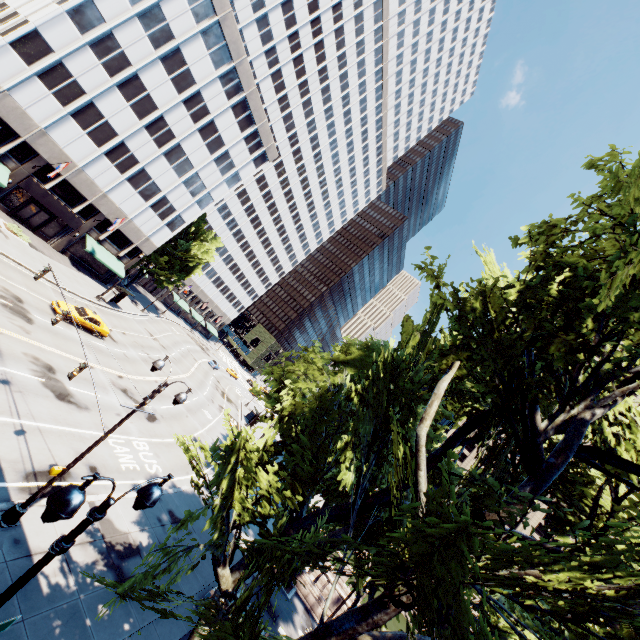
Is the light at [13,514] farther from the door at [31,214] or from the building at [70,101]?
the door at [31,214]

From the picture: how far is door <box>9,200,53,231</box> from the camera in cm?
3491

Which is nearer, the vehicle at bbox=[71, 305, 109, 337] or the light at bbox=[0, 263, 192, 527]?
the light at bbox=[0, 263, 192, 527]

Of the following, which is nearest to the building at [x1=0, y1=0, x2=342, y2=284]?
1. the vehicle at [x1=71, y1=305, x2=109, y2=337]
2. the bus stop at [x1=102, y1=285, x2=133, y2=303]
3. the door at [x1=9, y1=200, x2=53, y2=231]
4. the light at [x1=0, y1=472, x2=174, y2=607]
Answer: the door at [x1=9, y1=200, x2=53, y2=231]

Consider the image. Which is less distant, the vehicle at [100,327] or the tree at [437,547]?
the tree at [437,547]

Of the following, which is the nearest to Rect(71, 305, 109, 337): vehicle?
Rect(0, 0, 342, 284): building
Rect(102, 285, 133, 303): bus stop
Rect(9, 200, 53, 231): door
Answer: Rect(102, 285, 133, 303): bus stop

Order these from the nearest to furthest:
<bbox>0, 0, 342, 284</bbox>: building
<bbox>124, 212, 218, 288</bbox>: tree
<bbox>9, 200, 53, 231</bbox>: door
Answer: <bbox>0, 0, 342, 284</bbox>: building < <bbox>9, 200, 53, 231</bbox>: door < <bbox>124, 212, 218, 288</bbox>: tree

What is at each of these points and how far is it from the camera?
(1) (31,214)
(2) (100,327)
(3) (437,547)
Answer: (1) door, 35.7m
(2) vehicle, 29.4m
(3) tree, 8.3m
